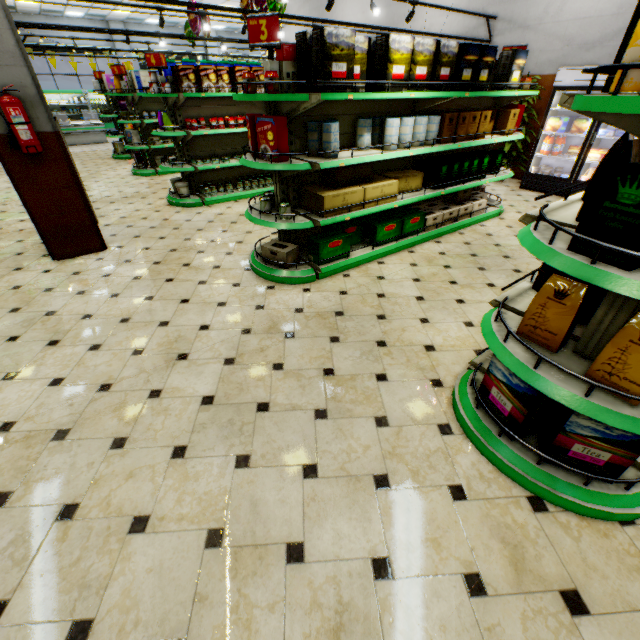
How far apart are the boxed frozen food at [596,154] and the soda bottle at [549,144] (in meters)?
0.65

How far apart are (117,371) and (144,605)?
1.79m

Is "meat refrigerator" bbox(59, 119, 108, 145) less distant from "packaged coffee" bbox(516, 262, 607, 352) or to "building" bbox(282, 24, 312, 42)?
"building" bbox(282, 24, 312, 42)

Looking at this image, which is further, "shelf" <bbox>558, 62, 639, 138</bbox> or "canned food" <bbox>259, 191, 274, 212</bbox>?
"canned food" <bbox>259, 191, 274, 212</bbox>

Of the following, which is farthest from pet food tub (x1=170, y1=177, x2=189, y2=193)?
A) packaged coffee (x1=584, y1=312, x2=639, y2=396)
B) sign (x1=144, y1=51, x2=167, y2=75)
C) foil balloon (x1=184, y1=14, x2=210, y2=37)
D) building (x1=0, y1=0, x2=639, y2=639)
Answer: packaged coffee (x1=584, y1=312, x2=639, y2=396)

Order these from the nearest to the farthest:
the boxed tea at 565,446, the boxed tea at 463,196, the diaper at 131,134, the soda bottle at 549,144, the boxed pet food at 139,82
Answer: the boxed tea at 565,446
the boxed tea at 463,196
the soda bottle at 549,144
the boxed pet food at 139,82
the diaper at 131,134

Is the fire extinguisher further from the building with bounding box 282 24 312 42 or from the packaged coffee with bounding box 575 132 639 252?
the packaged coffee with bounding box 575 132 639 252

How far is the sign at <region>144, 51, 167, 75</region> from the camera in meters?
5.5
